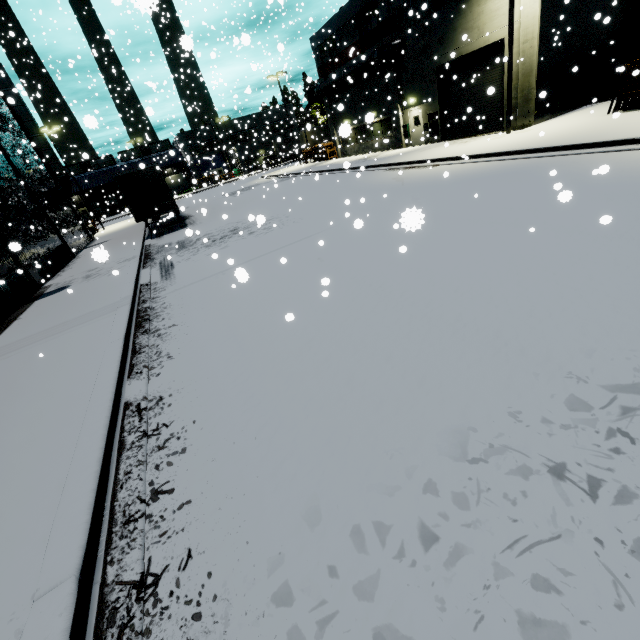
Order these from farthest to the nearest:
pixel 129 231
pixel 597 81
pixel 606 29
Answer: pixel 129 231, pixel 597 81, pixel 606 29

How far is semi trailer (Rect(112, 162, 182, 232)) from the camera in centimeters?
1902cm

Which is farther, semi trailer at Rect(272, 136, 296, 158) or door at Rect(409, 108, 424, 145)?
semi trailer at Rect(272, 136, 296, 158)

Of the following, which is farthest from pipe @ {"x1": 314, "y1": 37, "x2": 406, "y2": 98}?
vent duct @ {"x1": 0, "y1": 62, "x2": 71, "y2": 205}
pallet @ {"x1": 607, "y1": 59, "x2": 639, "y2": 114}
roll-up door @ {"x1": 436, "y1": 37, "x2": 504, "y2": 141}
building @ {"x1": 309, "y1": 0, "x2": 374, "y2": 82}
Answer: pallet @ {"x1": 607, "y1": 59, "x2": 639, "y2": 114}

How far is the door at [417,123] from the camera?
24.39m

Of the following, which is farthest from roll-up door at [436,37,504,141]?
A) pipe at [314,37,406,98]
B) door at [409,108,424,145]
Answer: pipe at [314,37,406,98]

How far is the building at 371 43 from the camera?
24.4 meters

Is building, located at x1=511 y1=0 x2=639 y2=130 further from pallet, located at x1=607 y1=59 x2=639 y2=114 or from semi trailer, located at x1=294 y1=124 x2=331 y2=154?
pallet, located at x1=607 y1=59 x2=639 y2=114
